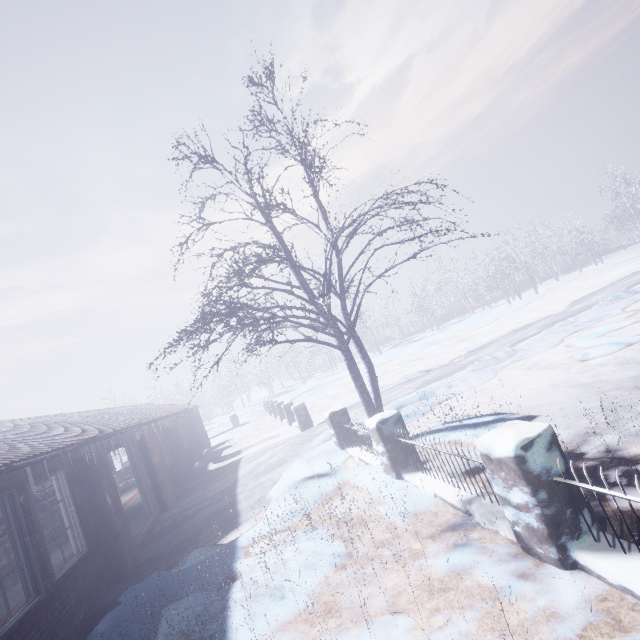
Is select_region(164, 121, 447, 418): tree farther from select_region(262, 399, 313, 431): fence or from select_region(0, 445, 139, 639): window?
select_region(262, 399, 313, 431): fence

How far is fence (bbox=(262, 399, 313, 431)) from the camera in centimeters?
1110cm

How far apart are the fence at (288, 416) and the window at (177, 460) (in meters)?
3.75

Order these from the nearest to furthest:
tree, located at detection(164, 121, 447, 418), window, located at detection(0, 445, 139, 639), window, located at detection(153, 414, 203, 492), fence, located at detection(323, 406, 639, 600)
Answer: fence, located at detection(323, 406, 639, 600)
window, located at detection(0, 445, 139, 639)
tree, located at detection(164, 121, 447, 418)
window, located at detection(153, 414, 203, 492)

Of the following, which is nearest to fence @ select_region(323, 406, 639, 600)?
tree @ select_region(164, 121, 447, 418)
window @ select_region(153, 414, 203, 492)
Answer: tree @ select_region(164, 121, 447, 418)

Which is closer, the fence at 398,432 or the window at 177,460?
the fence at 398,432

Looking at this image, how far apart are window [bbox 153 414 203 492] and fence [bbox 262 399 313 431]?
3.75m

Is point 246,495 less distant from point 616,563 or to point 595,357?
point 616,563
